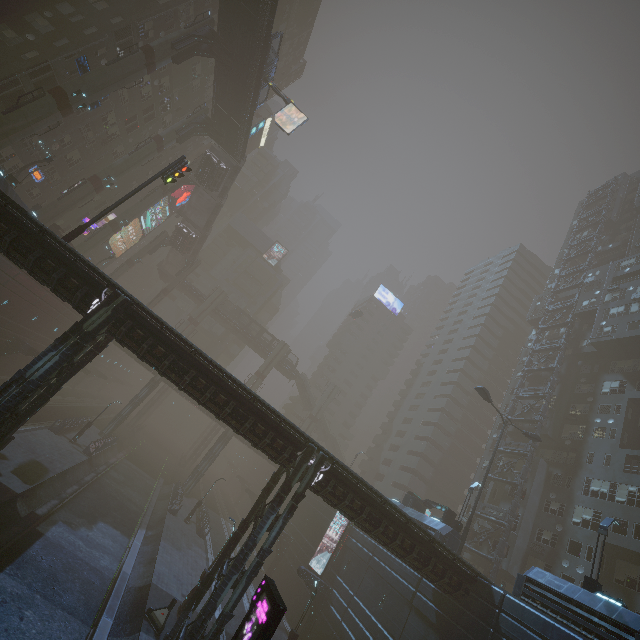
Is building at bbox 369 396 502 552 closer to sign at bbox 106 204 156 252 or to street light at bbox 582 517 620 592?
sign at bbox 106 204 156 252

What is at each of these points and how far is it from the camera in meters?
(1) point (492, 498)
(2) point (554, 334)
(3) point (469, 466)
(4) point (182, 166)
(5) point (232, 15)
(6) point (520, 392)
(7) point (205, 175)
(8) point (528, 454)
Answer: (1) building, 39.1
(2) building, 46.6
(3) building, 56.5
(4) traffic light, 22.6
(5) bridge, 29.8
(6) building structure, 42.7
(7) bridge, 46.3
(8) building structure, 35.8

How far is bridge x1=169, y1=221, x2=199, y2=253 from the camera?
54.34m

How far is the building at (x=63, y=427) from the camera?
32.9m

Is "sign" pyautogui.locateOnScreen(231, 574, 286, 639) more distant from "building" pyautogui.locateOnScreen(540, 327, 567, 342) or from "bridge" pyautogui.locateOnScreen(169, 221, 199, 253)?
"bridge" pyautogui.locateOnScreen(169, 221, 199, 253)

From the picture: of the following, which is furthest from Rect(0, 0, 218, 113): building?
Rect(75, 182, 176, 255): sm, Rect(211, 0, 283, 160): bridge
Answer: Rect(211, 0, 283, 160): bridge

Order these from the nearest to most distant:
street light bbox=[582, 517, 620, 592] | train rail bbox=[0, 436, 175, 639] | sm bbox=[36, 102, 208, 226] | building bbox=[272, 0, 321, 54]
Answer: train rail bbox=[0, 436, 175, 639] < street light bbox=[582, 517, 620, 592] < sm bbox=[36, 102, 208, 226] < building bbox=[272, 0, 321, 54]

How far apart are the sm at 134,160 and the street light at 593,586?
51.4 meters
